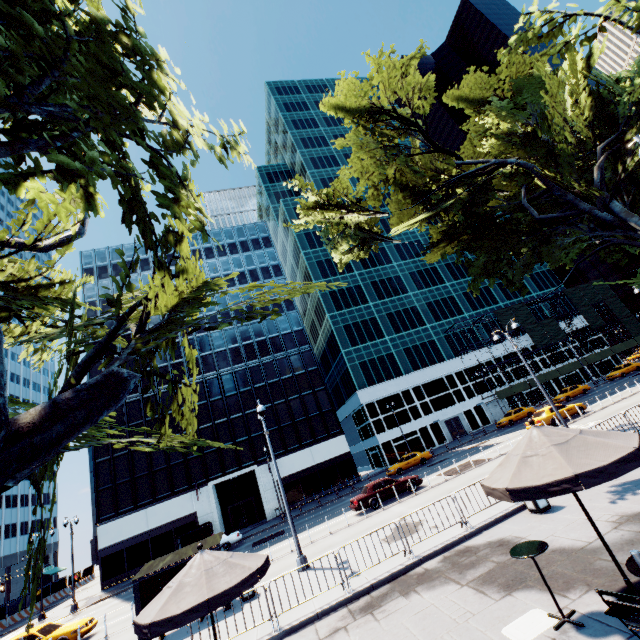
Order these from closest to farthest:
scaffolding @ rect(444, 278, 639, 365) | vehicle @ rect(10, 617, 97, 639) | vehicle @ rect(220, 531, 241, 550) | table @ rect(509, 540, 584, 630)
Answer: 1. table @ rect(509, 540, 584, 630)
2. vehicle @ rect(10, 617, 97, 639)
3. vehicle @ rect(220, 531, 241, 550)
4. scaffolding @ rect(444, 278, 639, 365)

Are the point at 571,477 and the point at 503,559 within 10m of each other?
yes

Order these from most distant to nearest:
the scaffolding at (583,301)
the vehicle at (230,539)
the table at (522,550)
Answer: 1. the scaffolding at (583,301)
2. the vehicle at (230,539)
3. the table at (522,550)

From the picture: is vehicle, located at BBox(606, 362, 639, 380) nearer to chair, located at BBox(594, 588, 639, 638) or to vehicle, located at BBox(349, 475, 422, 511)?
vehicle, located at BBox(349, 475, 422, 511)

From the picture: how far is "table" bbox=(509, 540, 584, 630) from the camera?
5.5m

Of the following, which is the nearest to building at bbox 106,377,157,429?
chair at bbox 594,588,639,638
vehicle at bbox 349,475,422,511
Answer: vehicle at bbox 349,475,422,511

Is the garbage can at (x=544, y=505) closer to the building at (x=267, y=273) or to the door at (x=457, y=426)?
the building at (x=267, y=273)

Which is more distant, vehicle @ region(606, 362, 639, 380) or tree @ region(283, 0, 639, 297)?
vehicle @ region(606, 362, 639, 380)
